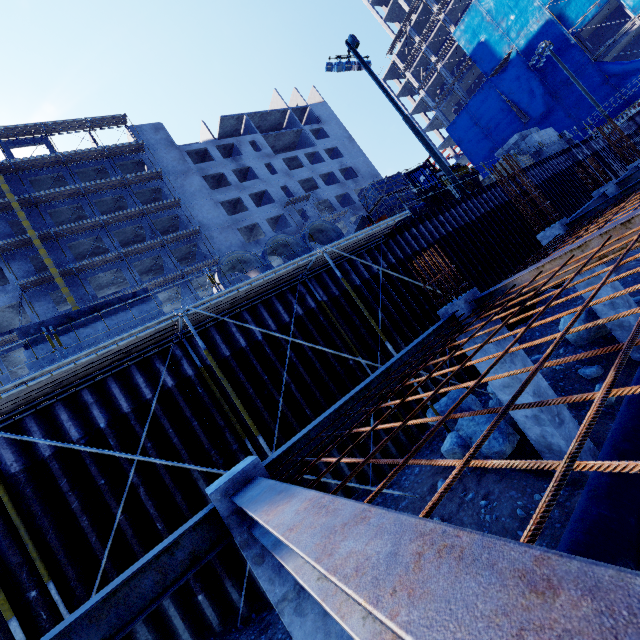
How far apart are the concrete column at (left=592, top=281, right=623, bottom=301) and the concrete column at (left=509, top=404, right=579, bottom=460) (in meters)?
4.33

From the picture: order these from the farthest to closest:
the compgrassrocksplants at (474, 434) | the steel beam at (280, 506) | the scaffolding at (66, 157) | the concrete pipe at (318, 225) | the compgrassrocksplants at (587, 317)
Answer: the scaffolding at (66, 157), the concrete pipe at (318, 225), the compgrassrocksplants at (587, 317), the compgrassrocksplants at (474, 434), the steel beam at (280, 506)

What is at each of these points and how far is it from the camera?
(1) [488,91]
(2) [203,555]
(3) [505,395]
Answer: (1) tarp, 43.6 meters
(2) steel beam, 3.3 meters
(3) concrete column, 6.0 meters

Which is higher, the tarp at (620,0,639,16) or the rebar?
the tarp at (620,0,639,16)

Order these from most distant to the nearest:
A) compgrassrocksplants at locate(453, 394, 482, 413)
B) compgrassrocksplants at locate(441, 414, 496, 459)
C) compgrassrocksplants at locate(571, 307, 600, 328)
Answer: compgrassrocksplants at locate(571, 307, 600, 328) → compgrassrocksplants at locate(453, 394, 482, 413) → compgrassrocksplants at locate(441, 414, 496, 459)

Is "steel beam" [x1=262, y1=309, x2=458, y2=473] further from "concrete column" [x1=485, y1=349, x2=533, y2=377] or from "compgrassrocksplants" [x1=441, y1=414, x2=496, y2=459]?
"compgrassrocksplants" [x1=441, y1=414, x2=496, y2=459]

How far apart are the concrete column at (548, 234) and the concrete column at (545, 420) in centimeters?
433cm

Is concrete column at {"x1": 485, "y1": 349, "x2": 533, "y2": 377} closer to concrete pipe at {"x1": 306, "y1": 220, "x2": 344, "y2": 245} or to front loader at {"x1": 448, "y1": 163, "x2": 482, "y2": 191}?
concrete pipe at {"x1": 306, "y1": 220, "x2": 344, "y2": 245}
